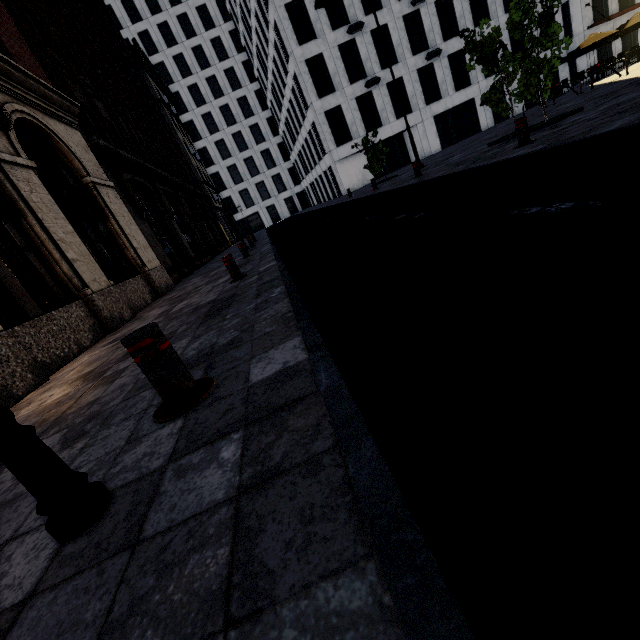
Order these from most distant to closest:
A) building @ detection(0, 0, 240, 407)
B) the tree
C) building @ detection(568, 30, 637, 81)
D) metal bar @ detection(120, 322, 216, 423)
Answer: building @ detection(568, 30, 637, 81), the tree, building @ detection(0, 0, 240, 407), metal bar @ detection(120, 322, 216, 423)

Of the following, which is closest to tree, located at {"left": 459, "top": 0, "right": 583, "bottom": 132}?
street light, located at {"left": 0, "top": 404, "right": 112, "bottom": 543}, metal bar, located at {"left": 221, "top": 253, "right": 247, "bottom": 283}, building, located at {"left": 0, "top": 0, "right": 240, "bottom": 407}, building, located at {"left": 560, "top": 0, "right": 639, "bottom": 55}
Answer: building, located at {"left": 0, "top": 0, "right": 240, "bottom": 407}

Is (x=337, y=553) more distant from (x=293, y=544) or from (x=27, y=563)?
(x=27, y=563)

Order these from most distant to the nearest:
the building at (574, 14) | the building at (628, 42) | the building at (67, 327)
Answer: the building at (628, 42) → the building at (574, 14) → the building at (67, 327)

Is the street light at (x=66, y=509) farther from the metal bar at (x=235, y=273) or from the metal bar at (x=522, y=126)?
the metal bar at (x=522, y=126)

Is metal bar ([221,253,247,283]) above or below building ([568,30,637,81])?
below

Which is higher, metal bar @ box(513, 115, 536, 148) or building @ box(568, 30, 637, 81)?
building @ box(568, 30, 637, 81)

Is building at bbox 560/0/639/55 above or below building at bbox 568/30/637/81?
above
